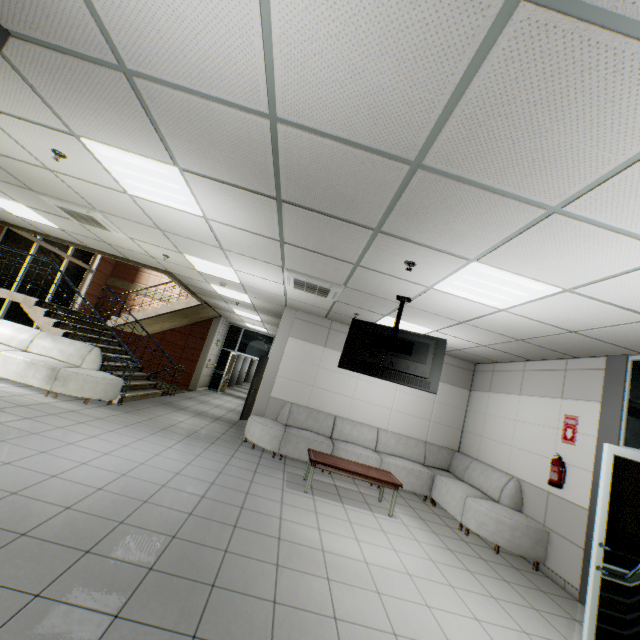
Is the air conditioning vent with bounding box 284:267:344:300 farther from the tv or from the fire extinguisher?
the fire extinguisher

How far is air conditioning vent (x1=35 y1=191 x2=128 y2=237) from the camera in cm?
495

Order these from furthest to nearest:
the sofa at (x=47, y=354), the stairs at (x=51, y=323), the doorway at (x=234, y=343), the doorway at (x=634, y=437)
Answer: the doorway at (x=234, y=343) < the stairs at (x=51, y=323) < the sofa at (x=47, y=354) < the doorway at (x=634, y=437)

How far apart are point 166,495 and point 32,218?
6.59m

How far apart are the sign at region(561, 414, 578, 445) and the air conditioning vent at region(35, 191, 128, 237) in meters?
8.1

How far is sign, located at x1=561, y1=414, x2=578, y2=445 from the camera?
4.9m

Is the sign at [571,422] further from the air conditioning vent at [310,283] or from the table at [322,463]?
the air conditioning vent at [310,283]

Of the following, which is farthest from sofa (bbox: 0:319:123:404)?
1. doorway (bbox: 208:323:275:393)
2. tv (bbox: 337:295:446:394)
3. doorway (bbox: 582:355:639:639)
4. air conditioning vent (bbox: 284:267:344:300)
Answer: doorway (bbox: 582:355:639:639)
